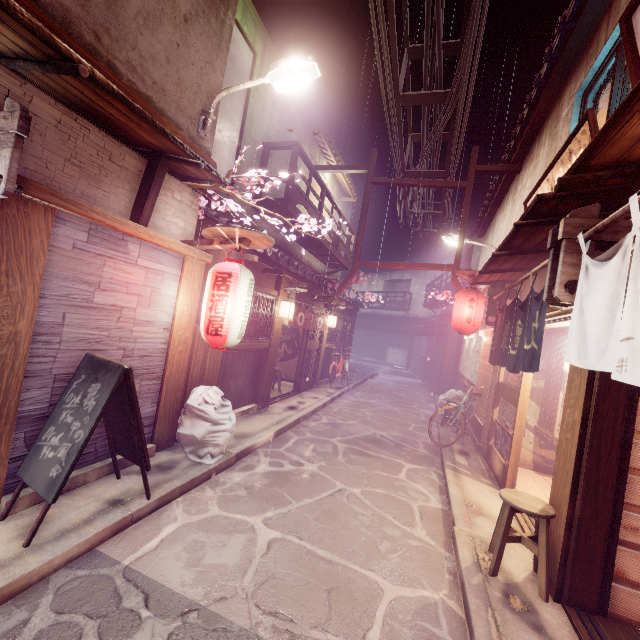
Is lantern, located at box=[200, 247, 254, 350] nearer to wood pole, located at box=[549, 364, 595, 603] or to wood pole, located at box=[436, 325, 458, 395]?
wood pole, located at box=[549, 364, 595, 603]

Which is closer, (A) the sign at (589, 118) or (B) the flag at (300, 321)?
(A) the sign at (589, 118)

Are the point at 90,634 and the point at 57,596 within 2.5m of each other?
yes

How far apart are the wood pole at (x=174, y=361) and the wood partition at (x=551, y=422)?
11.74m

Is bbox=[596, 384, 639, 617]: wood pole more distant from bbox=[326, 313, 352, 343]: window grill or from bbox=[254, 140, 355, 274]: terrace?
bbox=[326, 313, 352, 343]: window grill

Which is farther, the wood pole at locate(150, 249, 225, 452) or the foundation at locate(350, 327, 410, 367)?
the foundation at locate(350, 327, 410, 367)

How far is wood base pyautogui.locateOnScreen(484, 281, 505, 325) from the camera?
12.7m

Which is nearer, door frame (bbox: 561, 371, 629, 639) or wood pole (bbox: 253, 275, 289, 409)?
door frame (bbox: 561, 371, 629, 639)
